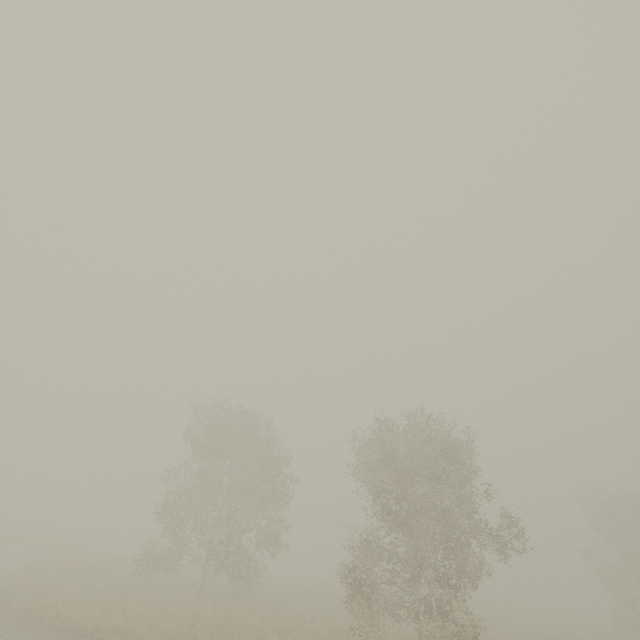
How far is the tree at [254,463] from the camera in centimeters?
1970cm

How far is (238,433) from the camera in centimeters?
2456cm

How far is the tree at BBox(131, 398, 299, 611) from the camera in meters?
19.7
